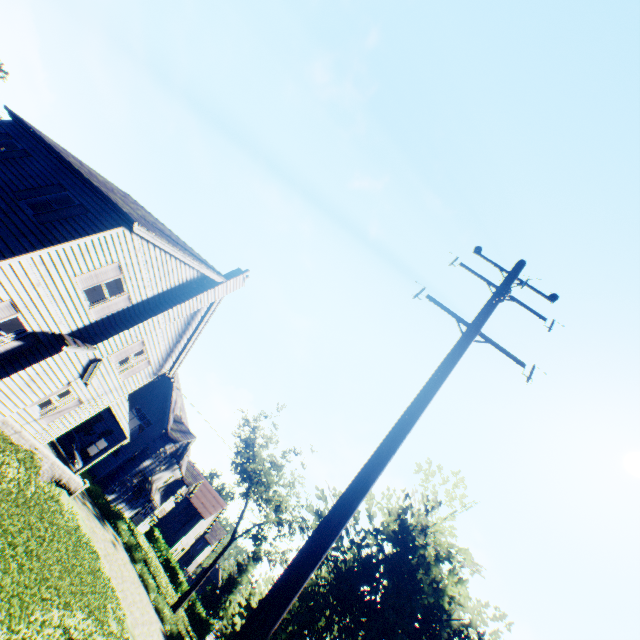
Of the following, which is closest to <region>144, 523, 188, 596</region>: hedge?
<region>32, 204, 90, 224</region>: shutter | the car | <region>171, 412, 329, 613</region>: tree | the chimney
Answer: <region>171, 412, 329, 613</region>: tree

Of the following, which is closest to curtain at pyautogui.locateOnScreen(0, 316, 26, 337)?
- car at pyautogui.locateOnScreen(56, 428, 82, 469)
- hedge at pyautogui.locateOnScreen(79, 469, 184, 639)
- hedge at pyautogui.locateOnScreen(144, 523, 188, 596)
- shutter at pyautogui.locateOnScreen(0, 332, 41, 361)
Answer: shutter at pyautogui.locateOnScreen(0, 332, 41, 361)

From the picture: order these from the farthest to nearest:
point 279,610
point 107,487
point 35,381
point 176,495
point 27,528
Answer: point 176,495 < point 107,487 < point 35,381 < point 27,528 < point 279,610

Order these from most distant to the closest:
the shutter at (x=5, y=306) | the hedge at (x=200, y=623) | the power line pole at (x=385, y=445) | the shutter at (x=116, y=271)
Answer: the hedge at (x=200, y=623) < the shutter at (x=116, y=271) < the shutter at (x=5, y=306) < the power line pole at (x=385, y=445)

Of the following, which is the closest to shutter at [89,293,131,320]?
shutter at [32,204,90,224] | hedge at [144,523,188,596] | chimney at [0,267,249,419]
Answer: chimney at [0,267,249,419]

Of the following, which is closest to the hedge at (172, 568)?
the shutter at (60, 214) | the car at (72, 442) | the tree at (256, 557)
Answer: the tree at (256, 557)

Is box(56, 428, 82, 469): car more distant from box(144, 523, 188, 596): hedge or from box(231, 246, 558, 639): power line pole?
box(231, 246, 558, 639): power line pole

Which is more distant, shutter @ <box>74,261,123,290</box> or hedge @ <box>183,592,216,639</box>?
hedge @ <box>183,592,216,639</box>
